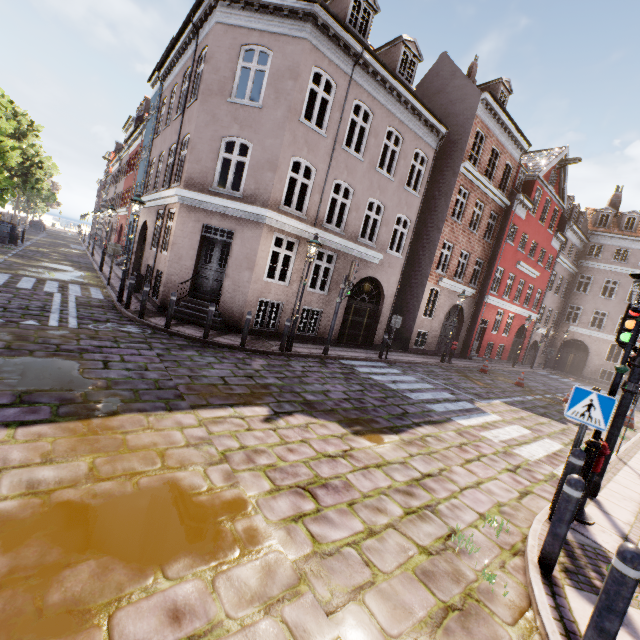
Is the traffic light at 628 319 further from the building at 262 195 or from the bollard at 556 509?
the bollard at 556 509

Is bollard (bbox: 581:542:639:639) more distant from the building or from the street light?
the street light

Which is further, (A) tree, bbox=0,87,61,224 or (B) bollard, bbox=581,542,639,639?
(A) tree, bbox=0,87,61,224

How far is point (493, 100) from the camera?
18.5 meters

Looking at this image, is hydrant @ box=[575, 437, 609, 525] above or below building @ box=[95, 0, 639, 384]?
below

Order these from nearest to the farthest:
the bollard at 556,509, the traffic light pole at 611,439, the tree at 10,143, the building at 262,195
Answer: the bollard at 556,509 < the traffic light pole at 611,439 < the building at 262,195 < the tree at 10,143

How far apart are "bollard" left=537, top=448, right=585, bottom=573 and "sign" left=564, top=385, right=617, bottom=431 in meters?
1.4 m

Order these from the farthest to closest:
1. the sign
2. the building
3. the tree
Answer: the tree → the building → the sign
